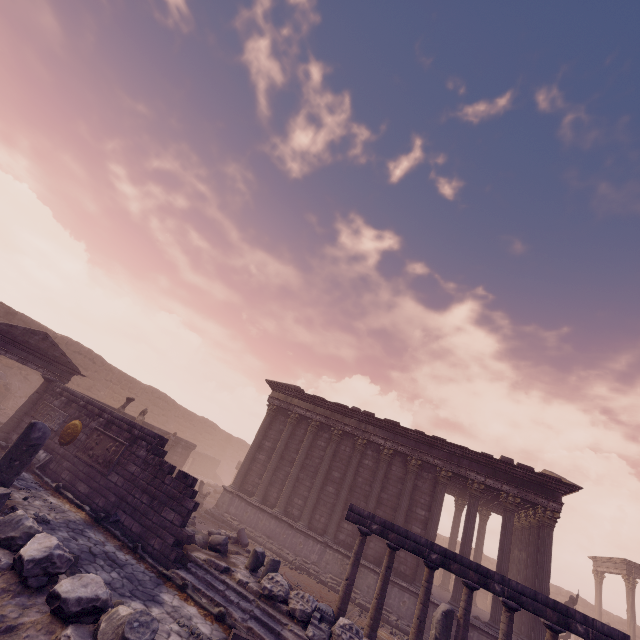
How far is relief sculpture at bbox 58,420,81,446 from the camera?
11.90m

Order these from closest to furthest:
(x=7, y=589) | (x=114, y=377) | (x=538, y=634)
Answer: (x=7, y=589)
(x=538, y=634)
(x=114, y=377)

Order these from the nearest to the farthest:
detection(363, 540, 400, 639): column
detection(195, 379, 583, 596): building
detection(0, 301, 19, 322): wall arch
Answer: detection(363, 540, 400, 639): column
detection(195, 379, 583, 596): building
detection(0, 301, 19, 322): wall arch

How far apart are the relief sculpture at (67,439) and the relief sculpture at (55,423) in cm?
19

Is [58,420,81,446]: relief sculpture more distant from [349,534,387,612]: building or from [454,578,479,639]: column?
[454,578,479,639]: column

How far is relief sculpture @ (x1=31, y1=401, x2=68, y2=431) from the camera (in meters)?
12.52

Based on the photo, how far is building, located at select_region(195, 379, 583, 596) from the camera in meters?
14.0 m

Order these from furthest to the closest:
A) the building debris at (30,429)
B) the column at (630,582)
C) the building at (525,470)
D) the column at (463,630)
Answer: the column at (630,582) → the building at (525,470) → the column at (463,630) → the building debris at (30,429)
